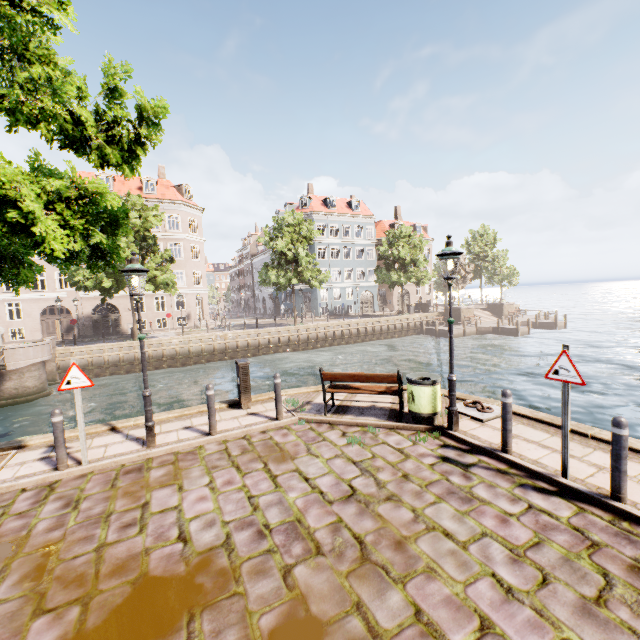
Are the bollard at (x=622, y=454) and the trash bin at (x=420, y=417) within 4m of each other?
yes

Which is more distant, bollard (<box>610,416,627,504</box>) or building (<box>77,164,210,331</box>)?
building (<box>77,164,210,331</box>)

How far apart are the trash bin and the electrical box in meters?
4.0

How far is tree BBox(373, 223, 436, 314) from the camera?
35.0 meters

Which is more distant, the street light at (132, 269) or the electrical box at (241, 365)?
the electrical box at (241, 365)

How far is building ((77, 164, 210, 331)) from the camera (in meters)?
34.03

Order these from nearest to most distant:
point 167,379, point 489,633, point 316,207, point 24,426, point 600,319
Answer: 1. point 489,633
2. point 24,426
3. point 167,379
4. point 316,207
5. point 600,319

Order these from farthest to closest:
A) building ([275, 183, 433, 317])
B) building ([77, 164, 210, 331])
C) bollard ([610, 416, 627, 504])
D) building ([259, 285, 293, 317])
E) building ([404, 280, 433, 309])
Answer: building ([404, 280, 433, 309]) < building ([259, 285, 293, 317]) < building ([275, 183, 433, 317]) < building ([77, 164, 210, 331]) < bollard ([610, 416, 627, 504])
